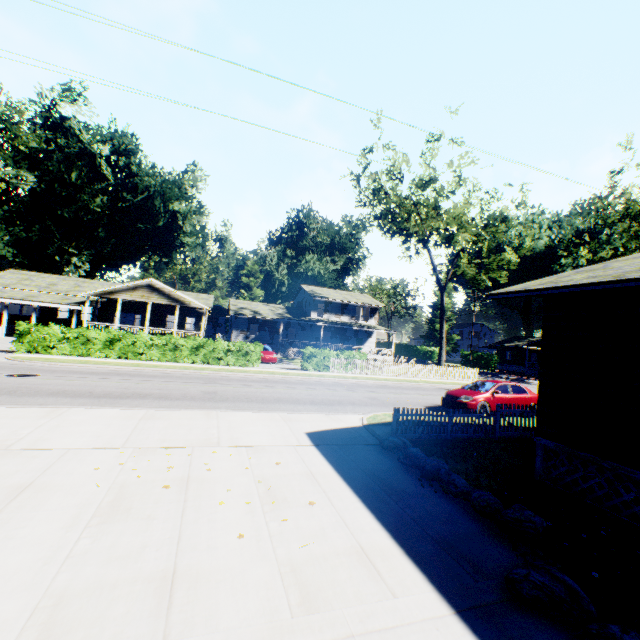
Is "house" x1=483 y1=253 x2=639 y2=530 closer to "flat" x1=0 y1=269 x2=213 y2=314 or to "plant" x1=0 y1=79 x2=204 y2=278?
"flat" x1=0 y1=269 x2=213 y2=314

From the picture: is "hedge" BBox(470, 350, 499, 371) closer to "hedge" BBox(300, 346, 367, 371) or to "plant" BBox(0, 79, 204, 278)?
"plant" BBox(0, 79, 204, 278)

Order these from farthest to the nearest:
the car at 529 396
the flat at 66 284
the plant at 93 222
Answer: the plant at 93 222, the flat at 66 284, the car at 529 396

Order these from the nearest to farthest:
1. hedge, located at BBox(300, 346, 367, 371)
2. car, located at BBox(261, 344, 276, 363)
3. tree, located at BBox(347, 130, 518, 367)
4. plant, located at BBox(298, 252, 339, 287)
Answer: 1. hedge, located at BBox(300, 346, 367, 371)
2. tree, located at BBox(347, 130, 518, 367)
3. car, located at BBox(261, 344, 276, 363)
4. plant, located at BBox(298, 252, 339, 287)

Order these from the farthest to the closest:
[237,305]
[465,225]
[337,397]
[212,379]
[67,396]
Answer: [237,305] → [465,225] → [212,379] → [337,397] → [67,396]

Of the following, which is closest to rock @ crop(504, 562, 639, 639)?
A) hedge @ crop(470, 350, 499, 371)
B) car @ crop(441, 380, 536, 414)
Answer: car @ crop(441, 380, 536, 414)

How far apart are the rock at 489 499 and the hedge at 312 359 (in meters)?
17.62

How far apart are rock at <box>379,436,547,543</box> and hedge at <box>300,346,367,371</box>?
17.6m
